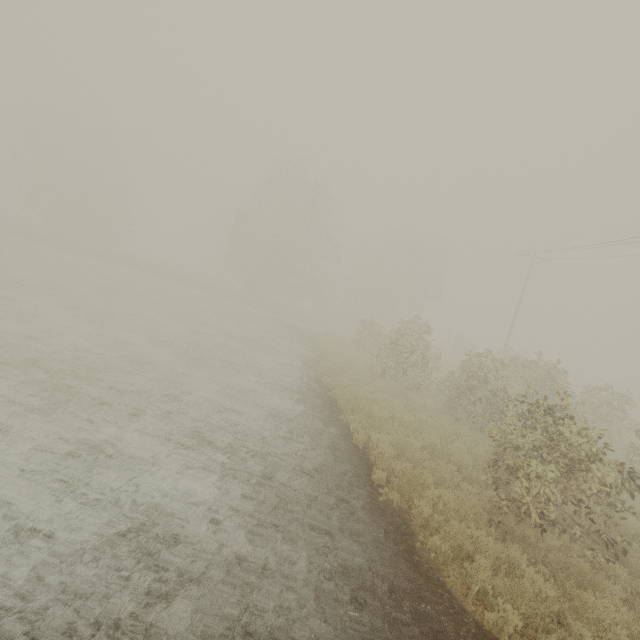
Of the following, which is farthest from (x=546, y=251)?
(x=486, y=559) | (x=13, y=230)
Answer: (x=13, y=230)
